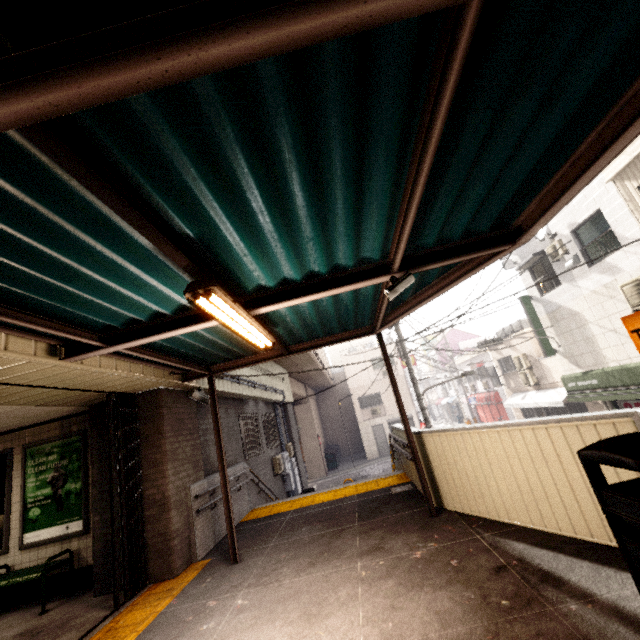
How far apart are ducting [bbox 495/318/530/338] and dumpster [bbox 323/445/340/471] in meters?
14.9

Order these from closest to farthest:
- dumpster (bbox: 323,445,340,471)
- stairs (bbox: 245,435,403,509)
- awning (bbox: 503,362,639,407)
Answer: stairs (bbox: 245,435,403,509)
awning (bbox: 503,362,639,407)
dumpster (bbox: 323,445,340,471)

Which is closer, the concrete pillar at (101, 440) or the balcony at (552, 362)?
the concrete pillar at (101, 440)

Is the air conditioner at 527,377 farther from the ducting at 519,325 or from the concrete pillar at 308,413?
the concrete pillar at 308,413

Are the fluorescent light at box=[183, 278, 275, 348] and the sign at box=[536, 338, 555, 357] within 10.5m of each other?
no

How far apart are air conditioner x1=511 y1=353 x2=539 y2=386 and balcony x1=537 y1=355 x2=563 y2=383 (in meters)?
0.63

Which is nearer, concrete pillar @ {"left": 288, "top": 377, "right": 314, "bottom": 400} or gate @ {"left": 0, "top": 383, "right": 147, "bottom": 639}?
gate @ {"left": 0, "top": 383, "right": 147, "bottom": 639}

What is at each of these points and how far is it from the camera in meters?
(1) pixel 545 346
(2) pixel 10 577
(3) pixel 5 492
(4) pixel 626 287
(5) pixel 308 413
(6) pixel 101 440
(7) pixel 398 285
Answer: (1) sign, 14.0
(2) bench, 5.2
(3) sign, 6.0
(4) air conditioner, 9.7
(5) concrete pillar, 25.5
(6) concrete pillar, 5.7
(7) cctv camera, 3.3
